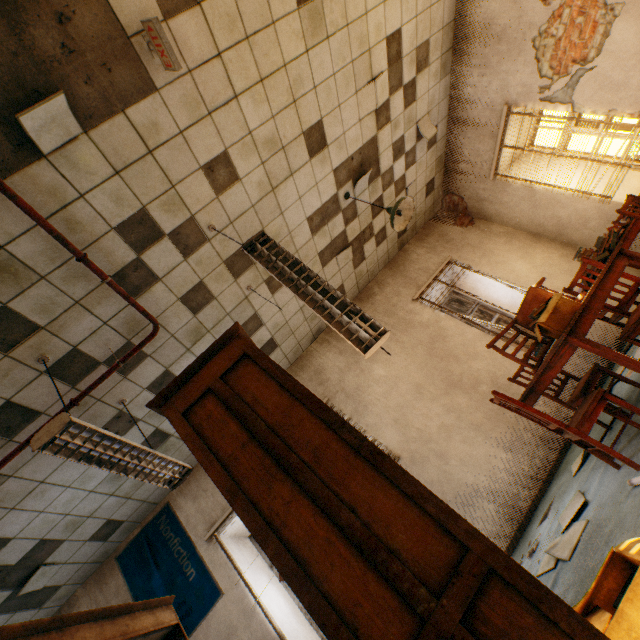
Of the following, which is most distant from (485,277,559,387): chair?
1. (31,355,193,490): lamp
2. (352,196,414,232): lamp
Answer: (31,355,193,490): lamp

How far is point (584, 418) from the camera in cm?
233

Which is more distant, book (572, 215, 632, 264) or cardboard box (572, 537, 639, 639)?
book (572, 215, 632, 264)

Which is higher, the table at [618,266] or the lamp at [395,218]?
the lamp at [395,218]

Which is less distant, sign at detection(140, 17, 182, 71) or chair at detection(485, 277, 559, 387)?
sign at detection(140, 17, 182, 71)

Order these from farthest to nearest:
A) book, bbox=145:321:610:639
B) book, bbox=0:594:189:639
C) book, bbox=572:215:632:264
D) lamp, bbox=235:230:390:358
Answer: book, bbox=572:215:632:264
lamp, bbox=235:230:390:358
book, bbox=0:594:189:639
book, bbox=145:321:610:639

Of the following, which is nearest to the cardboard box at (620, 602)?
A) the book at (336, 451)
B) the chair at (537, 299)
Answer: the book at (336, 451)

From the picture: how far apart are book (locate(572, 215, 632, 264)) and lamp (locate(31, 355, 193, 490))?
5.18m
